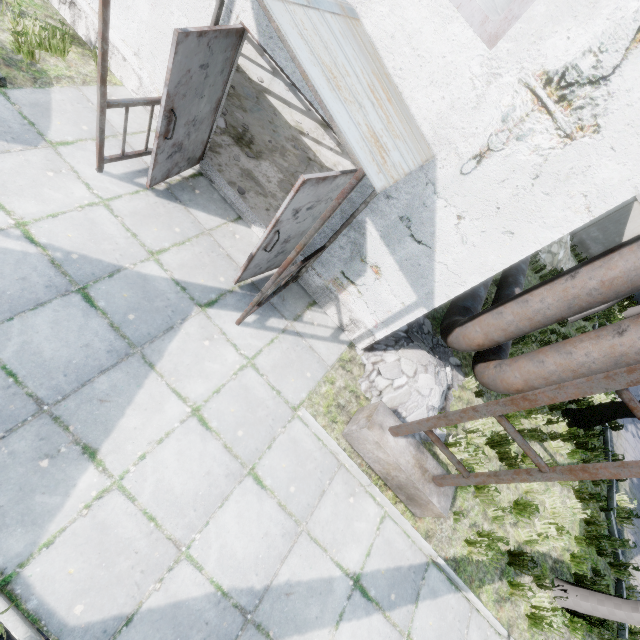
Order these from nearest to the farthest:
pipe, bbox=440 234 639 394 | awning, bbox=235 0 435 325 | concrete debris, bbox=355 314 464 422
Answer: awning, bbox=235 0 435 325 < pipe, bbox=440 234 639 394 < concrete debris, bbox=355 314 464 422

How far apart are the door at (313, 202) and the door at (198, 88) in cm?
170

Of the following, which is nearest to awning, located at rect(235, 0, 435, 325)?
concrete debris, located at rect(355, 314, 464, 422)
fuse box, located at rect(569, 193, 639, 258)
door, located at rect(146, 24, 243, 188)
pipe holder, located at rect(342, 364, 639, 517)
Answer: door, located at rect(146, 24, 243, 188)

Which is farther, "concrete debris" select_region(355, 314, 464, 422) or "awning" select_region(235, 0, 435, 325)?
"concrete debris" select_region(355, 314, 464, 422)

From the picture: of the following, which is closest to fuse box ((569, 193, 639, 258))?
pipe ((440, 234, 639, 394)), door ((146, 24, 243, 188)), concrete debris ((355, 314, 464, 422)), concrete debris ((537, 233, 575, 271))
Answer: concrete debris ((537, 233, 575, 271))

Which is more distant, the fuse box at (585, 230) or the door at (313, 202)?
the fuse box at (585, 230)

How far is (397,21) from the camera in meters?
3.2 m

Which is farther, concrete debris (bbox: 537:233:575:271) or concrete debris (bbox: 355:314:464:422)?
concrete debris (bbox: 537:233:575:271)
